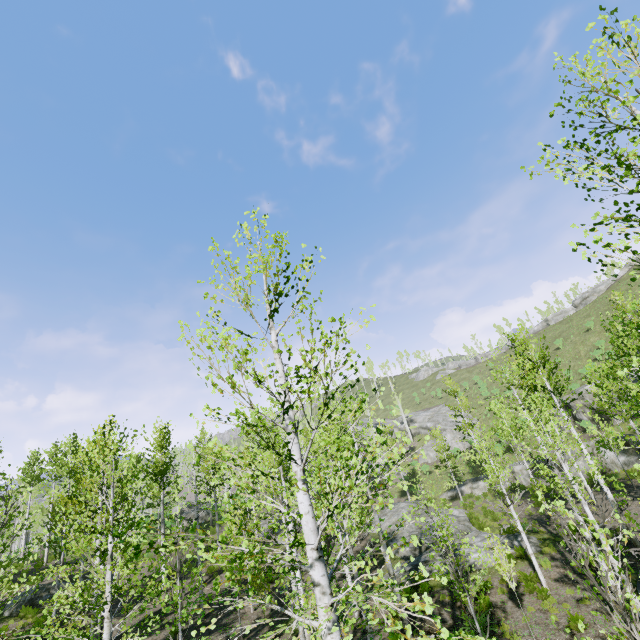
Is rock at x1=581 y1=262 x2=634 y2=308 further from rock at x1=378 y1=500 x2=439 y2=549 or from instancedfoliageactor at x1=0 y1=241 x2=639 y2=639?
rock at x1=378 y1=500 x2=439 y2=549

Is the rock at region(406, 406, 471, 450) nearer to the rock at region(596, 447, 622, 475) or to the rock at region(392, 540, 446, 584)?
the rock at region(596, 447, 622, 475)

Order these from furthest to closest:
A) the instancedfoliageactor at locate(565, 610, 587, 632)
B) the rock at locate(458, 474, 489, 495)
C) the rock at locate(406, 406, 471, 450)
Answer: the rock at locate(406, 406, 471, 450) → the rock at locate(458, 474, 489, 495) → the instancedfoliageactor at locate(565, 610, 587, 632)

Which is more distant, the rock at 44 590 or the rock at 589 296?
the rock at 589 296

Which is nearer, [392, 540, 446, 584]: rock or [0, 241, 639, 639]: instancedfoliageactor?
A: [0, 241, 639, 639]: instancedfoliageactor

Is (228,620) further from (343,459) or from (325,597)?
(343,459)

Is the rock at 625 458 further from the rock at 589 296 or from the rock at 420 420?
the rock at 589 296

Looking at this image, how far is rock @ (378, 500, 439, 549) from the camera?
20.9 meters
